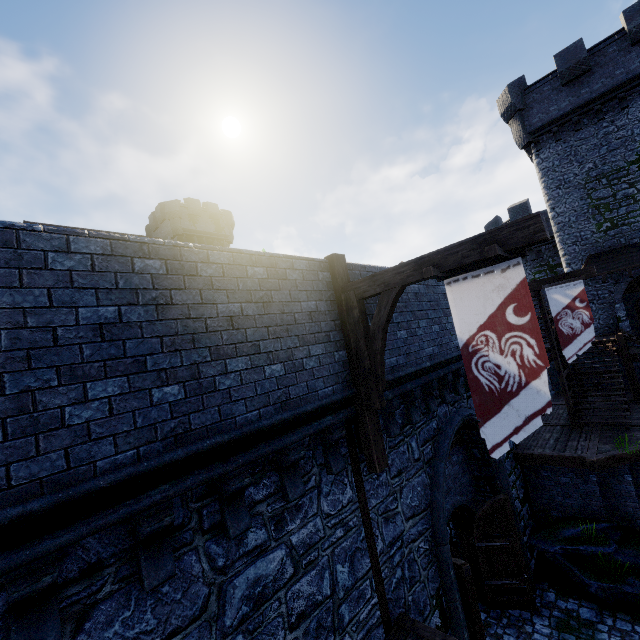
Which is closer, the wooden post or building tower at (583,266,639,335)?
the wooden post

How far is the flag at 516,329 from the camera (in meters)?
4.34

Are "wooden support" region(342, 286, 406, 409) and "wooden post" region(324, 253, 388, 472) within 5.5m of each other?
yes

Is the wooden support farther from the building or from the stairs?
the building

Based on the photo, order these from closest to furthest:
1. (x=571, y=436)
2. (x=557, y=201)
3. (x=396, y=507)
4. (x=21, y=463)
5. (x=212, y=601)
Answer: (x=21, y=463) → (x=212, y=601) → (x=396, y=507) → (x=571, y=436) → (x=557, y=201)

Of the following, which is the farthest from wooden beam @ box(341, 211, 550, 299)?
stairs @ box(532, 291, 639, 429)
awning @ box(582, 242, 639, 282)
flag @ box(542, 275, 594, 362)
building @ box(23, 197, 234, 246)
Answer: building @ box(23, 197, 234, 246)

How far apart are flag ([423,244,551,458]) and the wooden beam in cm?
0

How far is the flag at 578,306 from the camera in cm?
1105
